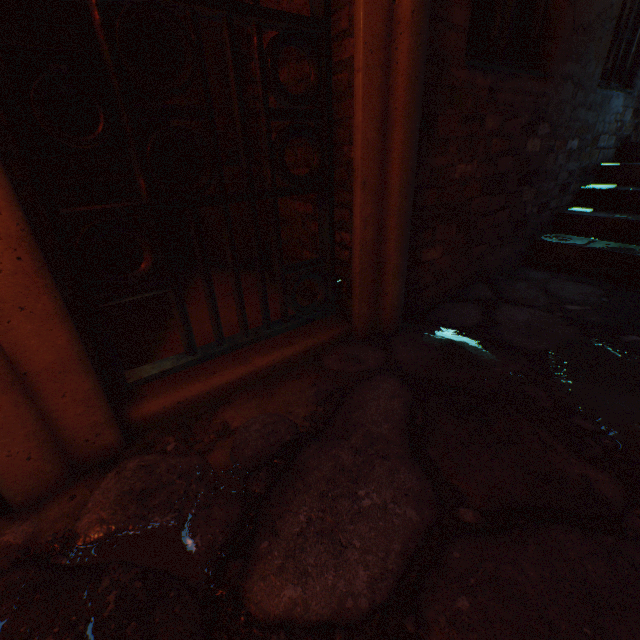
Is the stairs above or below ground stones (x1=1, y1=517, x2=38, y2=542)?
above

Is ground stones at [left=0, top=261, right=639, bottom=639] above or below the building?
below

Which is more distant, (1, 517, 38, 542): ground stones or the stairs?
the stairs

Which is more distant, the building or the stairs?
the stairs

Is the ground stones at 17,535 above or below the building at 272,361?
below

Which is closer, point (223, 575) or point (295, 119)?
point (223, 575)

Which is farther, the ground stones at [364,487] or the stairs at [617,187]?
the stairs at [617,187]
